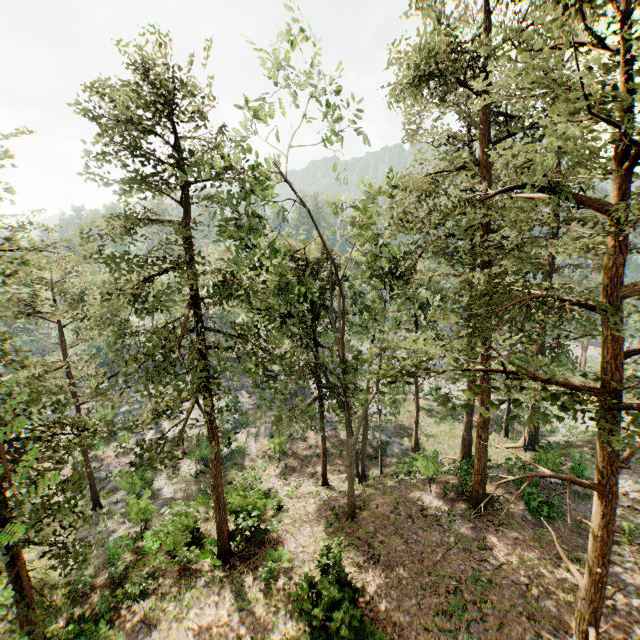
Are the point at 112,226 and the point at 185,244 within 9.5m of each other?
yes
